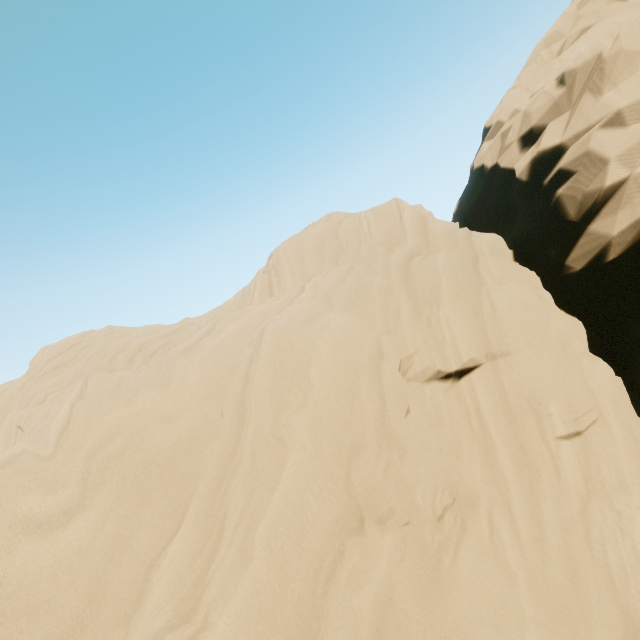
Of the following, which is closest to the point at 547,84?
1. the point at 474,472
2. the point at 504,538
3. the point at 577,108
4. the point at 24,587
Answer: the point at 577,108
